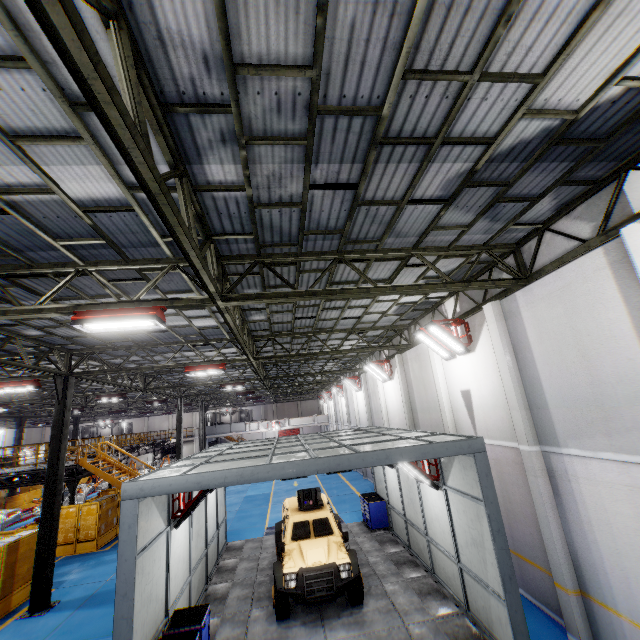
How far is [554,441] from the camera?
7.59m

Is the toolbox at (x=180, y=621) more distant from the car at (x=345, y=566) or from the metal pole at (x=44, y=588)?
the metal pole at (x=44, y=588)

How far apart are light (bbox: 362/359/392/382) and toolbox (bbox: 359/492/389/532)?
5.81m

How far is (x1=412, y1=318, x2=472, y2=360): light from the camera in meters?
10.6 m

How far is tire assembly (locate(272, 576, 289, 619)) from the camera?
8.5 meters

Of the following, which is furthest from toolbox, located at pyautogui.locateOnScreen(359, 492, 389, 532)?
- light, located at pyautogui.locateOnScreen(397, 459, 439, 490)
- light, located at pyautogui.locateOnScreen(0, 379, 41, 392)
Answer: light, located at pyautogui.locateOnScreen(0, 379, 41, 392)

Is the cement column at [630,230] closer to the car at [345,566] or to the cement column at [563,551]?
the cement column at [563,551]

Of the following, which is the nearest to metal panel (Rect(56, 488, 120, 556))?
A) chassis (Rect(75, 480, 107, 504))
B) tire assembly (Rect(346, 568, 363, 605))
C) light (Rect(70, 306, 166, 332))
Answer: chassis (Rect(75, 480, 107, 504))
